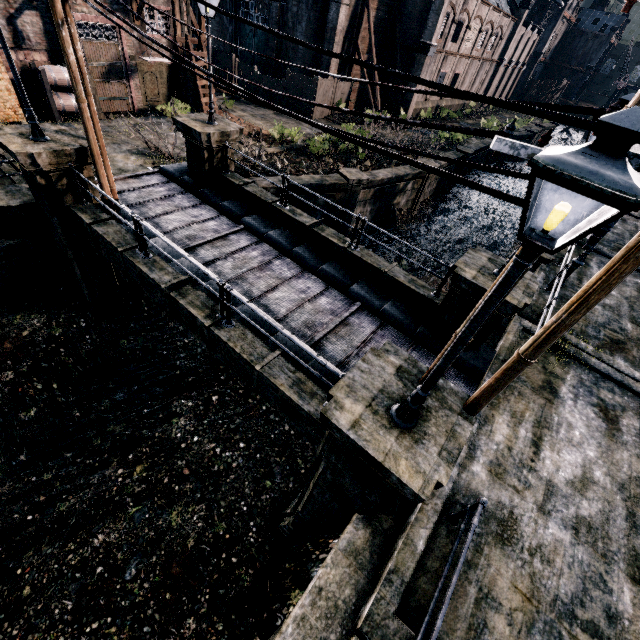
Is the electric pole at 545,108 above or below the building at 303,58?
above

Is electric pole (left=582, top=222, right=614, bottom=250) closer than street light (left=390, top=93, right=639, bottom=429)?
No

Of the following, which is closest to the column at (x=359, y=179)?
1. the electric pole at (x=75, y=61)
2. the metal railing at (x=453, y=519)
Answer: the electric pole at (x=75, y=61)

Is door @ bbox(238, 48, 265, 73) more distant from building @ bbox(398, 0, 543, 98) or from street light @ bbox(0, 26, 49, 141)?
street light @ bbox(0, 26, 49, 141)

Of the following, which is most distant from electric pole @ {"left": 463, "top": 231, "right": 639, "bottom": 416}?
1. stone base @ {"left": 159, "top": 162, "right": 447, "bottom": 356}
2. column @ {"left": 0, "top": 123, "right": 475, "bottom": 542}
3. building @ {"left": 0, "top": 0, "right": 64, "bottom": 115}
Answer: building @ {"left": 0, "top": 0, "right": 64, "bottom": 115}

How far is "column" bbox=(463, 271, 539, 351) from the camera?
8.4m

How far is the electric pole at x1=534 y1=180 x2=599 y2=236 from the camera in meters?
3.1 m

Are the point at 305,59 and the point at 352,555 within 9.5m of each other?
no
